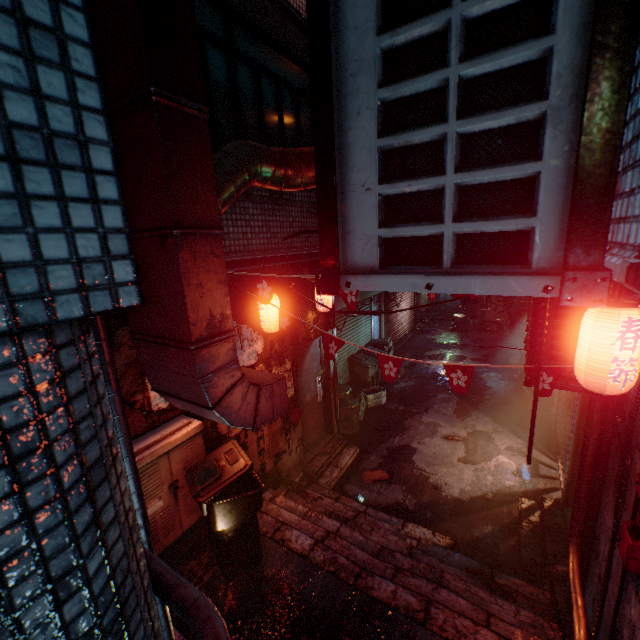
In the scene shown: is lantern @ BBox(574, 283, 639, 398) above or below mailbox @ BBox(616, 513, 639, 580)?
above

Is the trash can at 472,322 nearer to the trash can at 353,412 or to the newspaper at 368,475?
the trash can at 353,412

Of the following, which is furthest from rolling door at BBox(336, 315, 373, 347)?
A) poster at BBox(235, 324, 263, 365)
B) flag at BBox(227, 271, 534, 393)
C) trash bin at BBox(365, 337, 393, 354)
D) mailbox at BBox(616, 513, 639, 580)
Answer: mailbox at BBox(616, 513, 639, 580)

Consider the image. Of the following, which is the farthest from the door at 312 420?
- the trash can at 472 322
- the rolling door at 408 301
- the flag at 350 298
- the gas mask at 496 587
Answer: the trash can at 472 322

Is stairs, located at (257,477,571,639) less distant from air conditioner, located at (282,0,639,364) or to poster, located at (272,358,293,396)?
poster, located at (272,358,293,396)

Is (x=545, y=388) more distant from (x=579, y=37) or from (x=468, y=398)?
(x=468, y=398)

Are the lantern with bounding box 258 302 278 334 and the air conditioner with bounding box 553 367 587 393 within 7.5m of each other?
yes

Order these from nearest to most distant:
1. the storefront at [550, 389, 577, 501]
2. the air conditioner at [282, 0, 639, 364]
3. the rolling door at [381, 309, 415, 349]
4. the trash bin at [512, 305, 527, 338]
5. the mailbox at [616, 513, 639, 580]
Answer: the air conditioner at [282, 0, 639, 364]
the mailbox at [616, 513, 639, 580]
the storefront at [550, 389, 577, 501]
the rolling door at [381, 309, 415, 349]
the trash bin at [512, 305, 527, 338]
